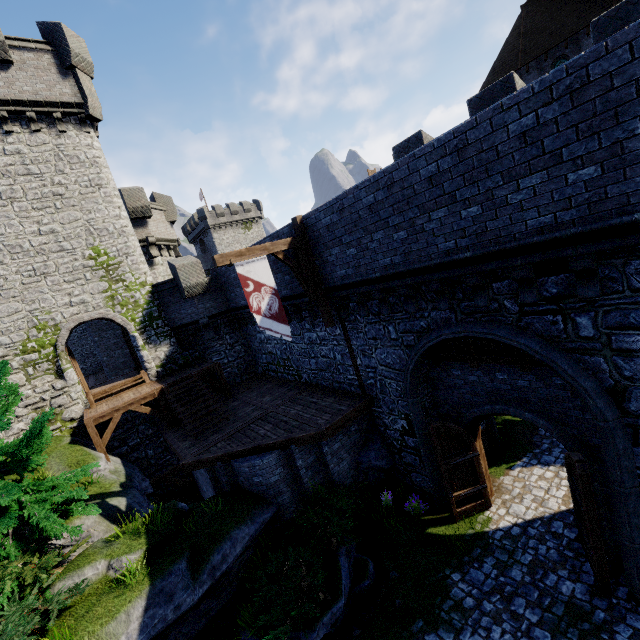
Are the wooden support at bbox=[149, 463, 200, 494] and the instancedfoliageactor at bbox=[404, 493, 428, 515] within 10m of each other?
no

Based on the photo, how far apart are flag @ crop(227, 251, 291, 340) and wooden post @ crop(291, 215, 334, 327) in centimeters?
157cm

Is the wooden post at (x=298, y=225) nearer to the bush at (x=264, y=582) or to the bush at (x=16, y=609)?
the bush at (x=264, y=582)

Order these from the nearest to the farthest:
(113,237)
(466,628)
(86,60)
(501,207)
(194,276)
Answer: (501,207)
(466,628)
(86,60)
(113,237)
(194,276)

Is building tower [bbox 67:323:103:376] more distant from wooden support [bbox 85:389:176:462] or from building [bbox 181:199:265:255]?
building [bbox 181:199:265:255]

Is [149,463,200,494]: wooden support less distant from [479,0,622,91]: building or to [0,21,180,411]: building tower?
[0,21,180,411]: building tower

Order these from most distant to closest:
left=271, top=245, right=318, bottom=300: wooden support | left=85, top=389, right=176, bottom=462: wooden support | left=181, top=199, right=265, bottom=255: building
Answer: left=181, top=199, right=265, bottom=255: building, left=85, top=389, right=176, bottom=462: wooden support, left=271, top=245, right=318, bottom=300: wooden support

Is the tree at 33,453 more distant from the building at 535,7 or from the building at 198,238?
the building at 198,238
